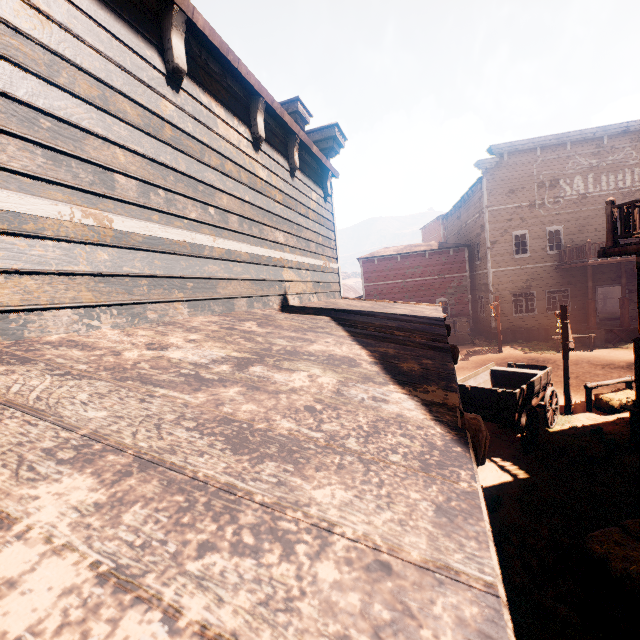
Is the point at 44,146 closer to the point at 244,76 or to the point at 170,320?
the point at 170,320

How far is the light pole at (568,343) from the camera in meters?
9.6 m

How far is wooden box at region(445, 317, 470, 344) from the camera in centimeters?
2270cm

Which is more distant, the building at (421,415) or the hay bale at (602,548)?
the hay bale at (602,548)

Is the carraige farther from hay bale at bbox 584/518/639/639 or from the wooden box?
the wooden box

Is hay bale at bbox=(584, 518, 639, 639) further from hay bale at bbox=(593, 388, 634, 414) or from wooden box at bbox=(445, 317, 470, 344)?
wooden box at bbox=(445, 317, 470, 344)

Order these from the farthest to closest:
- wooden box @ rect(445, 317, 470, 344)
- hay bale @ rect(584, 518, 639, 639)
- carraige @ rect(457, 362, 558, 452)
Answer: wooden box @ rect(445, 317, 470, 344), carraige @ rect(457, 362, 558, 452), hay bale @ rect(584, 518, 639, 639)

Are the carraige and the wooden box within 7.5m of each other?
no
